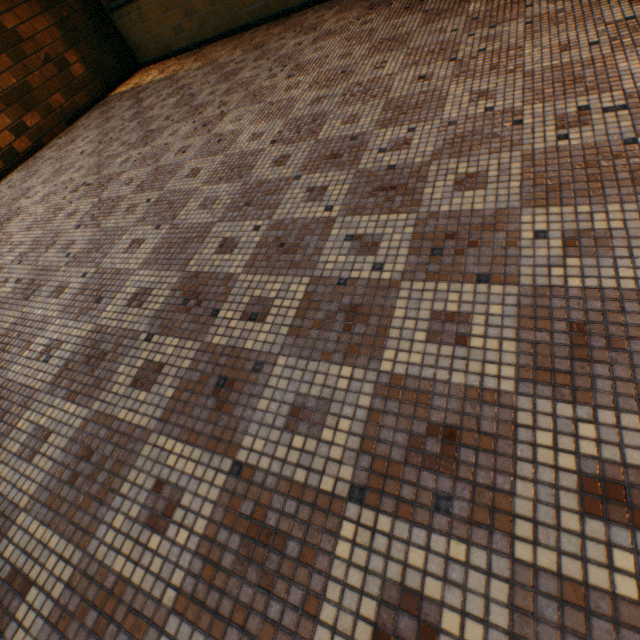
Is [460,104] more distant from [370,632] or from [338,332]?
[370,632]
